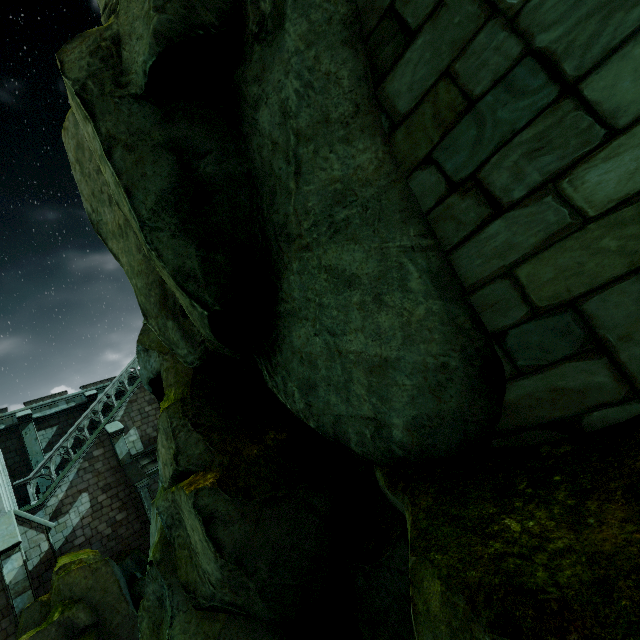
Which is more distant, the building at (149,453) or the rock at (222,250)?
the building at (149,453)

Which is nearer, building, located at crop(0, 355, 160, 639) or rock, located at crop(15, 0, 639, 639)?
rock, located at crop(15, 0, 639, 639)

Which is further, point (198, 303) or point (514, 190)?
point (198, 303)
